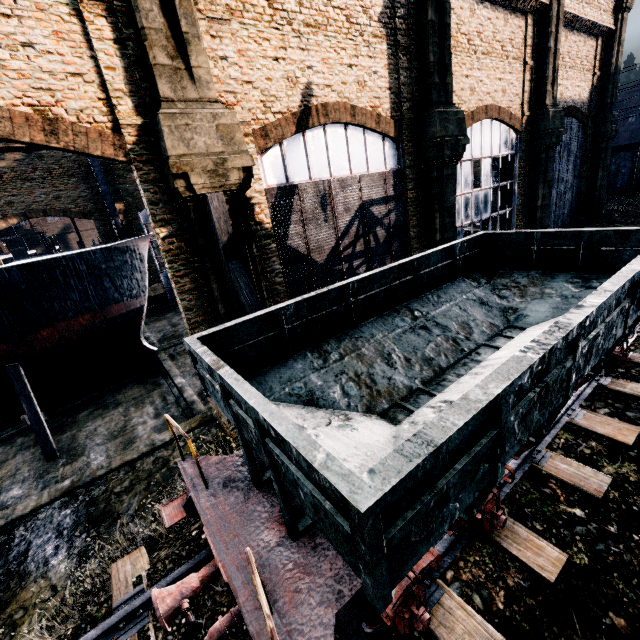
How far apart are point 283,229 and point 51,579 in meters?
13.0

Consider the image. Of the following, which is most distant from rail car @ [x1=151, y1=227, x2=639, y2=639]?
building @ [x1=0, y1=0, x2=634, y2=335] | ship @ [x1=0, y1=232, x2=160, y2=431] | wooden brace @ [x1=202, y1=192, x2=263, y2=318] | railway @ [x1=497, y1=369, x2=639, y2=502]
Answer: ship @ [x1=0, y1=232, x2=160, y2=431]

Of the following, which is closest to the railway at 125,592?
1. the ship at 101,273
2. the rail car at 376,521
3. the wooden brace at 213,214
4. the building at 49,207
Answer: the rail car at 376,521

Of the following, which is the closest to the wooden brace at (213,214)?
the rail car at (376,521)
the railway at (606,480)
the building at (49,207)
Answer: the building at (49,207)

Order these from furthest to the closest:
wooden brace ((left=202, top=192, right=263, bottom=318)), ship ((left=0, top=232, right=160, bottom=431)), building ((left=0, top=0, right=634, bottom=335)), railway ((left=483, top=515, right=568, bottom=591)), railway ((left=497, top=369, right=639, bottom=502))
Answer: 1. ship ((left=0, top=232, right=160, bottom=431))
2. wooden brace ((left=202, top=192, right=263, bottom=318))
3. building ((left=0, top=0, right=634, bottom=335))
4. railway ((left=497, top=369, right=639, bottom=502))
5. railway ((left=483, top=515, right=568, bottom=591))

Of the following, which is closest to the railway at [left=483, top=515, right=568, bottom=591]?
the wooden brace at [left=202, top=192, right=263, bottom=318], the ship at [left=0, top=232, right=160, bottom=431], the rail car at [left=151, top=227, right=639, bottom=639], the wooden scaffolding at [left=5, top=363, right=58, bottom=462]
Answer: the rail car at [left=151, top=227, right=639, bottom=639]

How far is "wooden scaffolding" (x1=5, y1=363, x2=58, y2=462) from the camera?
16.69m

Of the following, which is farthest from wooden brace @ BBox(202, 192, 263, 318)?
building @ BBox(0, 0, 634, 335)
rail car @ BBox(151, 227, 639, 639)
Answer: rail car @ BBox(151, 227, 639, 639)
